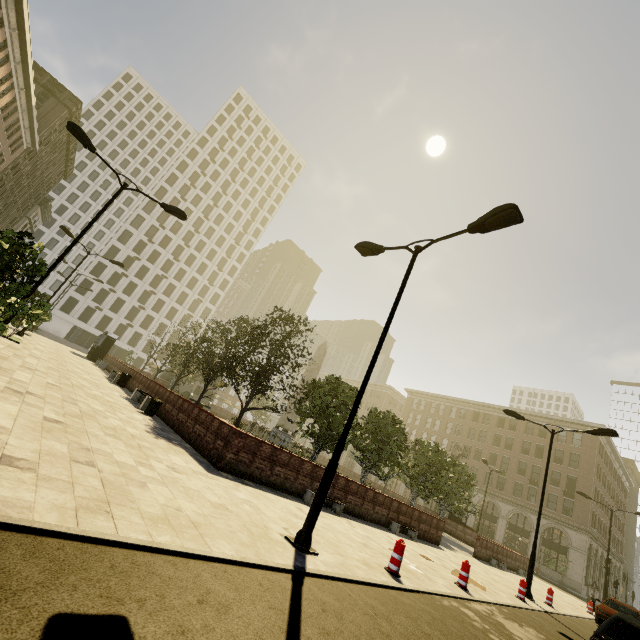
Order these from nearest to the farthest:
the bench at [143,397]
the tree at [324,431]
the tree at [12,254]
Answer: the tree at [12,254] → the bench at [143,397] → the tree at [324,431]

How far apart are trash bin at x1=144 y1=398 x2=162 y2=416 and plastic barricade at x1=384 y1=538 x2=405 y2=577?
11.0m

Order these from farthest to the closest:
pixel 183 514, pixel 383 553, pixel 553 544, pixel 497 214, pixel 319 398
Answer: pixel 553 544, pixel 319 398, pixel 383 553, pixel 497 214, pixel 183 514

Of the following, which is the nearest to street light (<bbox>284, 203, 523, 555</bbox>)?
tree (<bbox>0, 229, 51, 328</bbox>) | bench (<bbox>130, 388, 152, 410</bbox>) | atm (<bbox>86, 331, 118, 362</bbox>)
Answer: tree (<bbox>0, 229, 51, 328</bbox>)

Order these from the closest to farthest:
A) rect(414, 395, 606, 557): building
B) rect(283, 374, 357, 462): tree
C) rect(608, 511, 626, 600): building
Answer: rect(283, 374, 357, 462): tree, rect(414, 395, 606, 557): building, rect(608, 511, 626, 600): building

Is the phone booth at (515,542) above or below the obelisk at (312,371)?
below

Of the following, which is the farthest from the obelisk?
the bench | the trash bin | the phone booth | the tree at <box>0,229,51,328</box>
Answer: the phone booth

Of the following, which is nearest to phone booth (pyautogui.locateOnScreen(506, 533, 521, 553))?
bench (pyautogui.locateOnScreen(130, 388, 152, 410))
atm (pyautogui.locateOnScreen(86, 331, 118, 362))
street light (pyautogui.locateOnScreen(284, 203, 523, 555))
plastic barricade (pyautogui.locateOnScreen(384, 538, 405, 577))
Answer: plastic barricade (pyautogui.locateOnScreen(384, 538, 405, 577))
